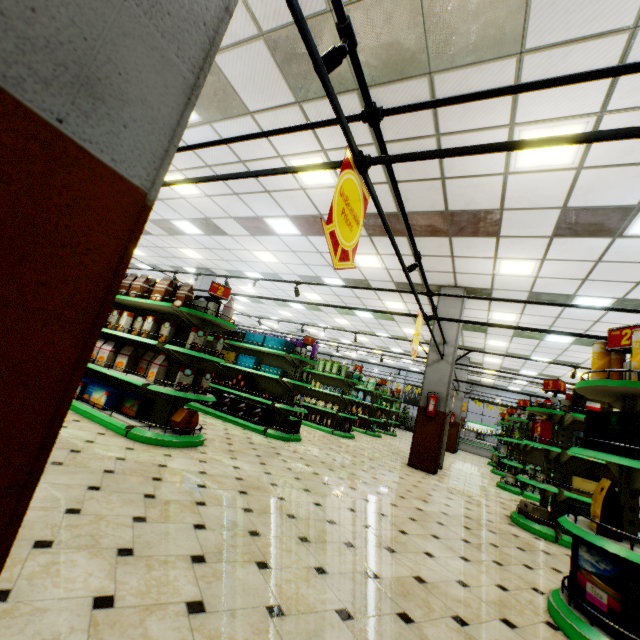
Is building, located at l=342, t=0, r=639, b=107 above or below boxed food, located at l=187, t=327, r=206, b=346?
above

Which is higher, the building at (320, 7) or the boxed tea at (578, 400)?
the building at (320, 7)

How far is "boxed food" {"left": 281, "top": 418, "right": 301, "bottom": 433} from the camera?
7.4 meters

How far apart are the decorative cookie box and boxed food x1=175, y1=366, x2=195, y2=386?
0.27m

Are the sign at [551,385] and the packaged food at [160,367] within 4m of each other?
no

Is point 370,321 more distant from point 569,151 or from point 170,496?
point 170,496

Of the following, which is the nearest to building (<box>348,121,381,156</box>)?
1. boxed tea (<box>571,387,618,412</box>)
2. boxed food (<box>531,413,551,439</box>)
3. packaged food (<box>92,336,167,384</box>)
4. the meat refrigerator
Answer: the meat refrigerator

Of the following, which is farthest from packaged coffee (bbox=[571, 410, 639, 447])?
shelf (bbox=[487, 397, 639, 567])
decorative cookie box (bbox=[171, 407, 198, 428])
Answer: decorative cookie box (bbox=[171, 407, 198, 428])
